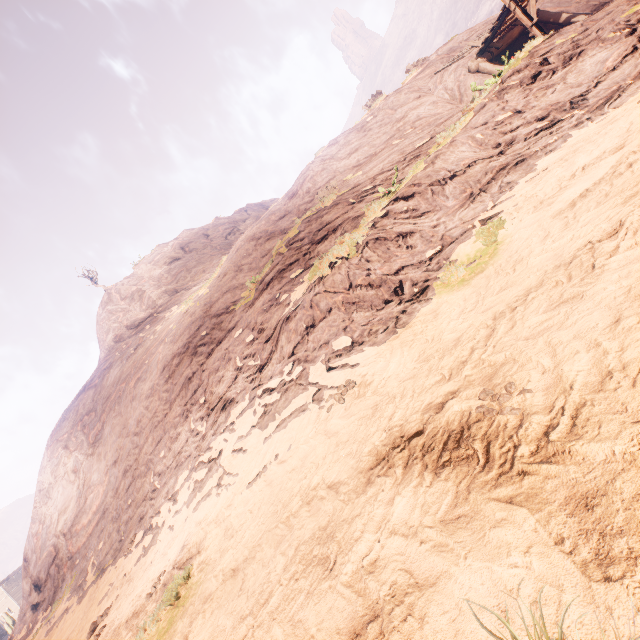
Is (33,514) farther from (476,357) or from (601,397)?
(601,397)
